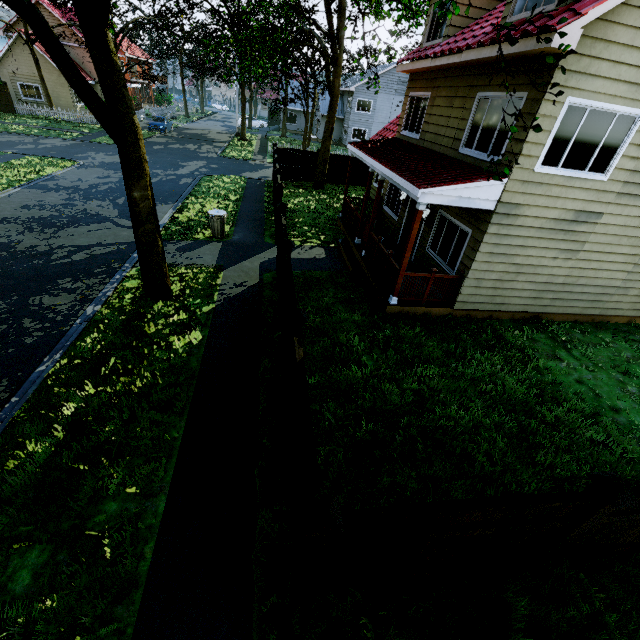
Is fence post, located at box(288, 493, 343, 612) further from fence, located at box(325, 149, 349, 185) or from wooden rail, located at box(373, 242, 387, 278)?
wooden rail, located at box(373, 242, 387, 278)

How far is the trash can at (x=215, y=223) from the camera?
11.92m

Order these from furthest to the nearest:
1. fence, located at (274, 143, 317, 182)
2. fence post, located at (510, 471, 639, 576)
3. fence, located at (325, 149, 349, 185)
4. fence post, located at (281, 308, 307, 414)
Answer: fence, located at (325, 149, 349, 185) → fence, located at (274, 143, 317, 182) → fence post, located at (281, 308, 307, 414) → fence post, located at (510, 471, 639, 576)

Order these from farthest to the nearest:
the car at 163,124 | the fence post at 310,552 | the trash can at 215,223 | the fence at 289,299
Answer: the car at 163,124
the trash can at 215,223
the fence at 289,299
the fence post at 310,552

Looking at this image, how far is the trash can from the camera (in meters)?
11.92

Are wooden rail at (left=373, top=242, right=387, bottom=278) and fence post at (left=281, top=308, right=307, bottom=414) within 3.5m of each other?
no

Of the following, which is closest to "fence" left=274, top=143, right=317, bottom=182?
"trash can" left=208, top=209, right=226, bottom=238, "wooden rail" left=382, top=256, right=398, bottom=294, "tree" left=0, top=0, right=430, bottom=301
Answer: "tree" left=0, top=0, right=430, bottom=301

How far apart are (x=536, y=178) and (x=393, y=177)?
3.29m
